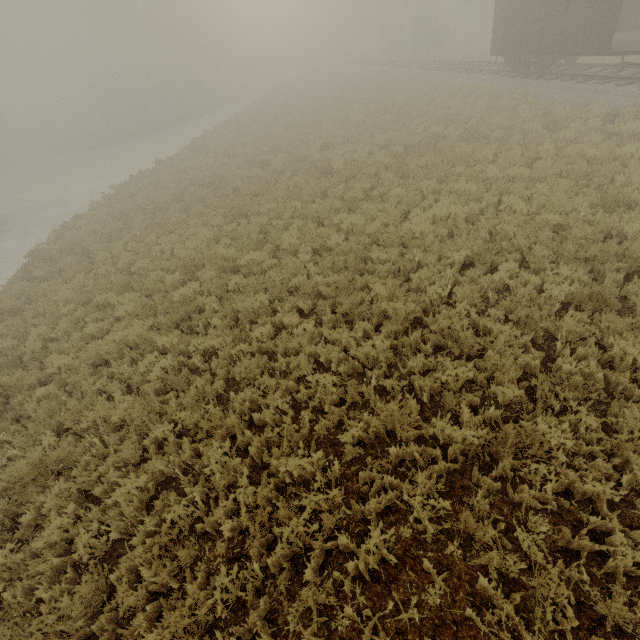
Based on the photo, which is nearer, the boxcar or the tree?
the boxcar

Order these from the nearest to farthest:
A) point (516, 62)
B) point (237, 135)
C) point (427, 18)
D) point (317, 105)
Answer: point (516, 62) → point (237, 135) → point (317, 105) → point (427, 18)

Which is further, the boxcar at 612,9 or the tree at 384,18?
the tree at 384,18
